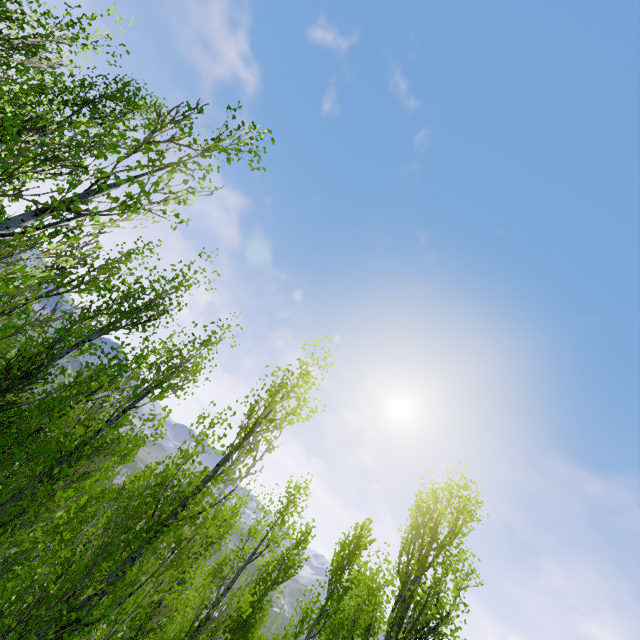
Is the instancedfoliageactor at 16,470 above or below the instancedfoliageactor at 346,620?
below

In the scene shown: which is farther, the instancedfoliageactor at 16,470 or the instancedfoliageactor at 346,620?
the instancedfoliageactor at 346,620

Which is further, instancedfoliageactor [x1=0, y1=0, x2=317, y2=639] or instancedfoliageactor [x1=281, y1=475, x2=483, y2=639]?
instancedfoliageactor [x1=281, y1=475, x2=483, y2=639]

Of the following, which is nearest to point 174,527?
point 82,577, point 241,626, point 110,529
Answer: point 82,577

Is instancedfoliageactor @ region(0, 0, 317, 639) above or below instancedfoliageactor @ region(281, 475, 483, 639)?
below
